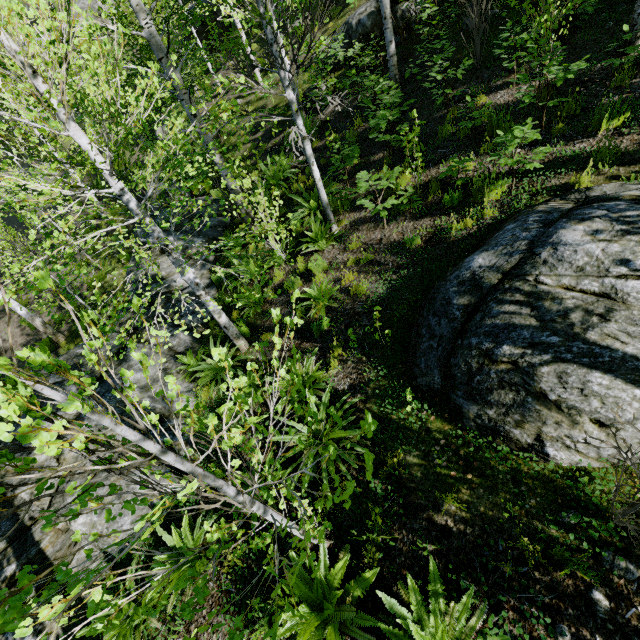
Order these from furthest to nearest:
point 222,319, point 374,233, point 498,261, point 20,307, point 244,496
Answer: point 20,307
point 374,233
point 222,319
point 498,261
point 244,496

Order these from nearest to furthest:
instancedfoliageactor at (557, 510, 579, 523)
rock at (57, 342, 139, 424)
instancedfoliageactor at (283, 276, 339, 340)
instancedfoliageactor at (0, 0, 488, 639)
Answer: instancedfoliageactor at (0, 0, 488, 639)
instancedfoliageactor at (283, 276, 339, 340)
instancedfoliageactor at (557, 510, 579, 523)
rock at (57, 342, 139, 424)

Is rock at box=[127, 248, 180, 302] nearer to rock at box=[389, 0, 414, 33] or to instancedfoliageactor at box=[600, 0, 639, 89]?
rock at box=[389, 0, 414, 33]

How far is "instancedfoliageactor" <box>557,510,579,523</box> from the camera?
2.8 meters

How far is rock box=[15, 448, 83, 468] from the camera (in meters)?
→ 6.02

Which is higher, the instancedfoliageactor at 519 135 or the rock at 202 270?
the instancedfoliageactor at 519 135

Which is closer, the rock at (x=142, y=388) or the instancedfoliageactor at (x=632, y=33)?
the instancedfoliageactor at (x=632, y=33)

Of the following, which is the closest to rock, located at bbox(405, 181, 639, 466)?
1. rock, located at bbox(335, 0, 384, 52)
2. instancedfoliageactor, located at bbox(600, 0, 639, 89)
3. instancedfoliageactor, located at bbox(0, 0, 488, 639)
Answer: instancedfoliageactor, located at bbox(0, 0, 488, 639)
